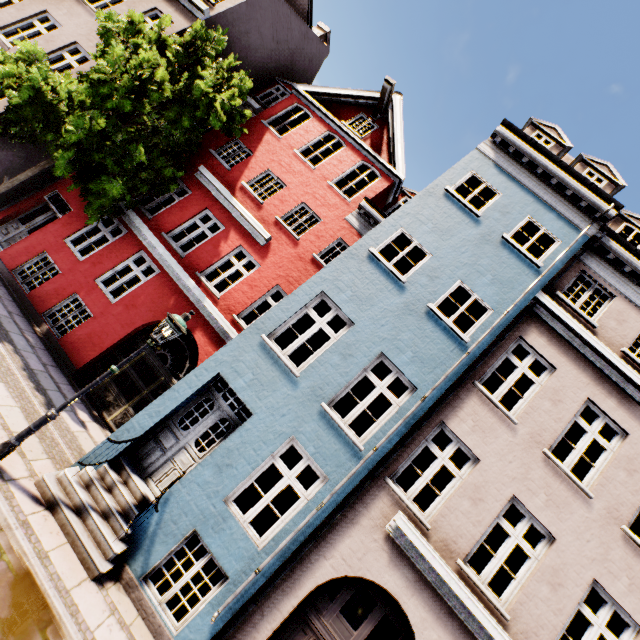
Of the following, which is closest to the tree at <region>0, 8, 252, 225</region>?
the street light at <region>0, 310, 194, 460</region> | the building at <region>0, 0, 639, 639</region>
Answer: the building at <region>0, 0, 639, 639</region>

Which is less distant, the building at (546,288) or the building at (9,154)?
the building at (546,288)

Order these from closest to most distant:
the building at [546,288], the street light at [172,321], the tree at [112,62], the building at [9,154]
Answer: the street light at [172,321] < the building at [546,288] < the tree at [112,62] < the building at [9,154]

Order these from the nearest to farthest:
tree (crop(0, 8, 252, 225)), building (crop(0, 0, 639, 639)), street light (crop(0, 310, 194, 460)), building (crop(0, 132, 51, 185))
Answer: street light (crop(0, 310, 194, 460))
building (crop(0, 0, 639, 639))
tree (crop(0, 8, 252, 225))
building (crop(0, 132, 51, 185))

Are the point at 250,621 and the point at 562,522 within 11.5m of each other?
yes

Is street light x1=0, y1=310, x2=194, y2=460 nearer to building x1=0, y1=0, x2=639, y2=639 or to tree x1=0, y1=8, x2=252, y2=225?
building x1=0, y1=0, x2=639, y2=639
